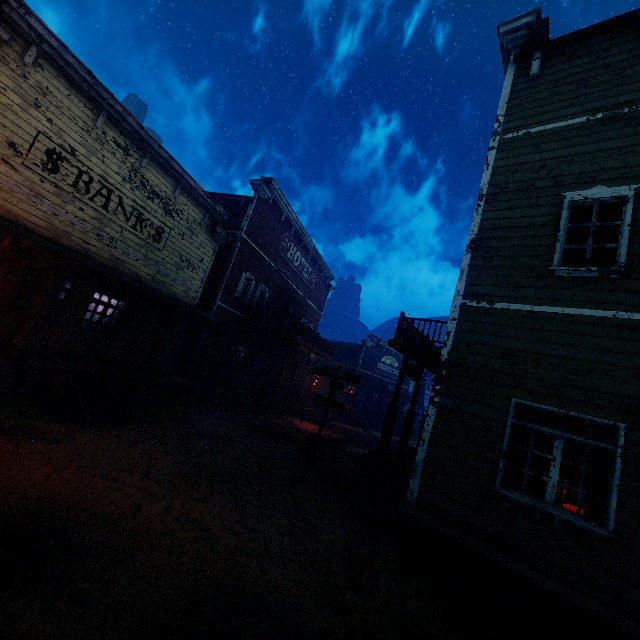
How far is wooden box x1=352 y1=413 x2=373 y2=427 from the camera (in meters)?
27.42

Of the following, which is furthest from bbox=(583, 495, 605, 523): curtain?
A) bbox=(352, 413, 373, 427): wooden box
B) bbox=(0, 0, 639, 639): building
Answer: bbox=(352, 413, 373, 427): wooden box

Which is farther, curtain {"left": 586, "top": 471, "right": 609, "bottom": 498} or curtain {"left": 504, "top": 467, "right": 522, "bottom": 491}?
curtain {"left": 504, "top": 467, "right": 522, "bottom": 491}

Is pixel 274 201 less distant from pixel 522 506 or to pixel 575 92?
pixel 575 92

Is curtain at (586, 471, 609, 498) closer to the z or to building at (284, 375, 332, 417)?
building at (284, 375, 332, 417)

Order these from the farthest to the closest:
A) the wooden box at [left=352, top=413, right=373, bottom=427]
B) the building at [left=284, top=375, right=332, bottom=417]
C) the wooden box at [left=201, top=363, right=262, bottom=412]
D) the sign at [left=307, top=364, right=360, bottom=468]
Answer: the wooden box at [left=352, top=413, right=373, bottom=427] < the building at [left=284, top=375, right=332, bottom=417] < the wooden box at [left=201, top=363, right=262, bottom=412] < the sign at [left=307, top=364, right=360, bottom=468]

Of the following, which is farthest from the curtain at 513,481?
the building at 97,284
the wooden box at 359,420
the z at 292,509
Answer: the wooden box at 359,420

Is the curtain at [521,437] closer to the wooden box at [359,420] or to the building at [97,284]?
the building at [97,284]
